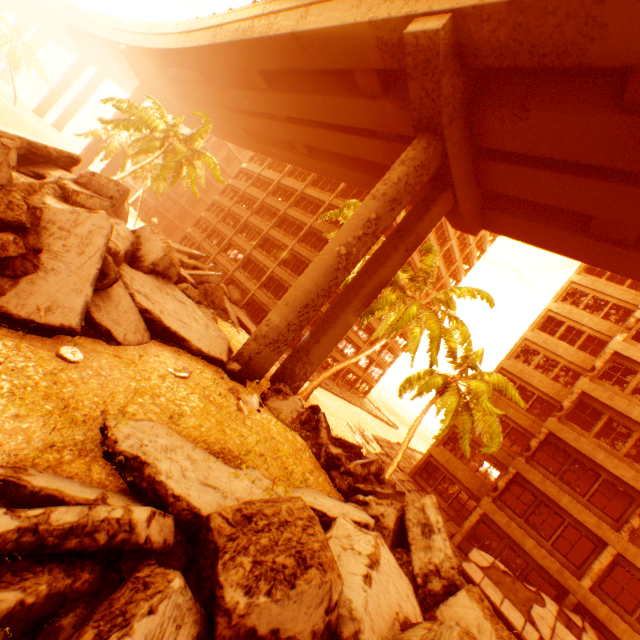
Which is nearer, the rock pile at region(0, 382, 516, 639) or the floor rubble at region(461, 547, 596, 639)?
the rock pile at region(0, 382, 516, 639)

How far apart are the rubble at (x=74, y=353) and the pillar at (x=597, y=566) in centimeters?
2298cm

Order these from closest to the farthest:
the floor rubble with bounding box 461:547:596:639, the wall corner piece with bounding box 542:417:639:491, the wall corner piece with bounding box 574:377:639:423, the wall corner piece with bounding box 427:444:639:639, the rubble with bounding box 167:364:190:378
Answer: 1. the rubble with bounding box 167:364:190:378
2. the floor rubble with bounding box 461:547:596:639
3. the wall corner piece with bounding box 427:444:639:639
4. the wall corner piece with bounding box 542:417:639:491
5. the wall corner piece with bounding box 574:377:639:423

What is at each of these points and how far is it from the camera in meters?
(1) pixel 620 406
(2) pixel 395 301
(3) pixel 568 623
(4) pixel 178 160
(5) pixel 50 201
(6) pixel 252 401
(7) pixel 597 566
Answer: (1) wall corner piece, 17.5
(2) rubble, 16.5
(3) floor rubble, 14.3
(4) rubble, 23.9
(5) rock pile, 9.7
(6) rubble, 10.8
(7) pillar, 15.5

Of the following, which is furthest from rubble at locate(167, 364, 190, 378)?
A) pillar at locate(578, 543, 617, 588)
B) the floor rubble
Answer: pillar at locate(578, 543, 617, 588)

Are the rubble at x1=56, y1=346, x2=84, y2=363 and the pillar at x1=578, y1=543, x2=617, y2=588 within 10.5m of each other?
no

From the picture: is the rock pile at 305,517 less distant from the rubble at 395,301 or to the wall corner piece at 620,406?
the rubble at 395,301

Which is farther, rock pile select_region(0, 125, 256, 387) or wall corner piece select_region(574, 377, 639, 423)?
wall corner piece select_region(574, 377, 639, 423)
